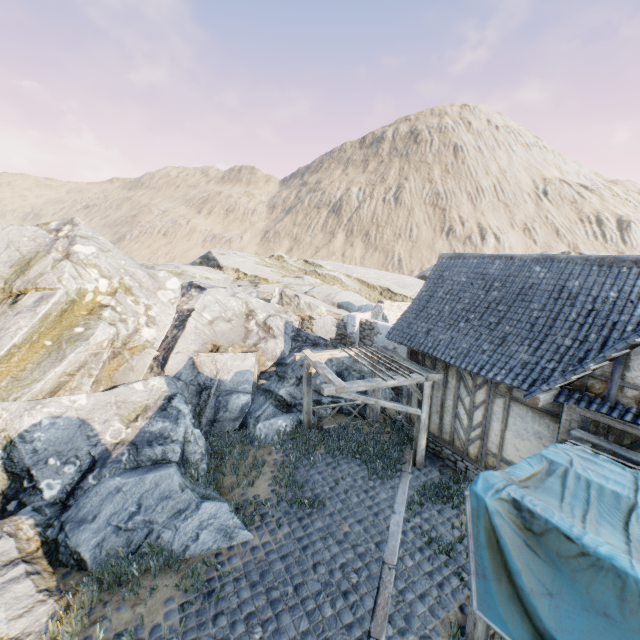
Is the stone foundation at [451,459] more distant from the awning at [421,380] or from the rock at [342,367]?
the rock at [342,367]

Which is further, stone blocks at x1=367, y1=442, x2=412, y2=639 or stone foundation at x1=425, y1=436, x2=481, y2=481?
stone foundation at x1=425, y1=436, x2=481, y2=481

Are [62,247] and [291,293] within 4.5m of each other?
no

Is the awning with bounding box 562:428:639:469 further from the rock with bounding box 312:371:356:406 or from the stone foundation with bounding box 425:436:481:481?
the rock with bounding box 312:371:356:406

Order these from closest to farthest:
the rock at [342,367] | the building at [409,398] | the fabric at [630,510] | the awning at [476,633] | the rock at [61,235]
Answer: the fabric at [630,510] → the awning at [476,633] → the rock at [61,235] → the building at [409,398] → the rock at [342,367]

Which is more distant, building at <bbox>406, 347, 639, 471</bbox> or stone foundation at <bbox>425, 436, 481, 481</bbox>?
stone foundation at <bbox>425, 436, 481, 481</bbox>

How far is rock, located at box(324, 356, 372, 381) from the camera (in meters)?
13.77

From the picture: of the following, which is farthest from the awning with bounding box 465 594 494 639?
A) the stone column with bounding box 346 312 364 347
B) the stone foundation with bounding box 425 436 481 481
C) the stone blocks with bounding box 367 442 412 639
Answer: the stone column with bounding box 346 312 364 347
